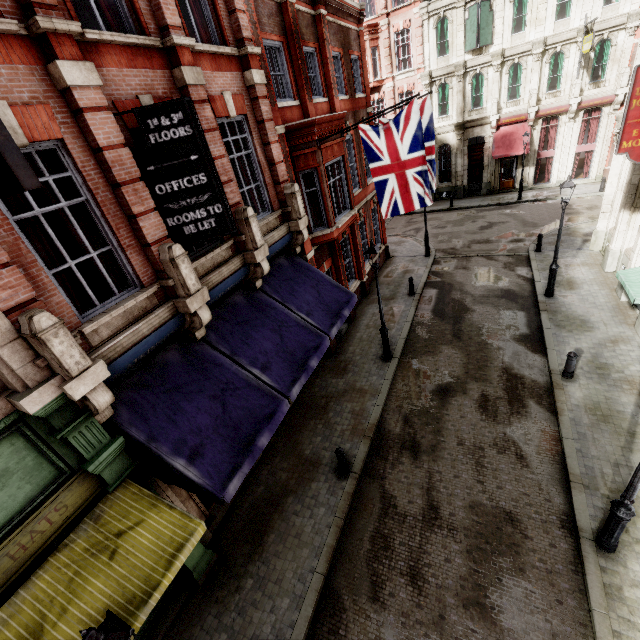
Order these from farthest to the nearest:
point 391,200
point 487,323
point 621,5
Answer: point 621,5, point 487,323, point 391,200

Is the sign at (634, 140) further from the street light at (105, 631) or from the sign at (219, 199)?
the street light at (105, 631)

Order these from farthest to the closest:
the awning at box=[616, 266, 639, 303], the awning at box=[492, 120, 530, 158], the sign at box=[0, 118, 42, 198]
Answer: the awning at box=[492, 120, 530, 158]
the awning at box=[616, 266, 639, 303]
the sign at box=[0, 118, 42, 198]

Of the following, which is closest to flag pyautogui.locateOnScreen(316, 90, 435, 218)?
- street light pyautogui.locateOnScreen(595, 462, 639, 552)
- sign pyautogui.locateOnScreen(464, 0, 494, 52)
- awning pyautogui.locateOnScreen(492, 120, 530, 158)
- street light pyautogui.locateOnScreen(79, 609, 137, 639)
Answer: street light pyautogui.locateOnScreen(595, 462, 639, 552)

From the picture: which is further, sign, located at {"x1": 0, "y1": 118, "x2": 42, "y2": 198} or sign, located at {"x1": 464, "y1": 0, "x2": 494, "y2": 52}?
sign, located at {"x1": 464, "y1": 0, "x2": 494, "y2": 52}

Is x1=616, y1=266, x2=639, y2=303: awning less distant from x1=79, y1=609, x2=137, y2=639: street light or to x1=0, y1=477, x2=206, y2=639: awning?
x1=0, y1=477, x2=206, y2=639: awning

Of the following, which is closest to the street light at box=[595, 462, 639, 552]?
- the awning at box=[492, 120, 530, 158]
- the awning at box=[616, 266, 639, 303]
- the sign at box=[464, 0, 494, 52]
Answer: the awning at box=[616, 266, 639, 303]

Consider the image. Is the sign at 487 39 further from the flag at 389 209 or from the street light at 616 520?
the street light at 616 520
